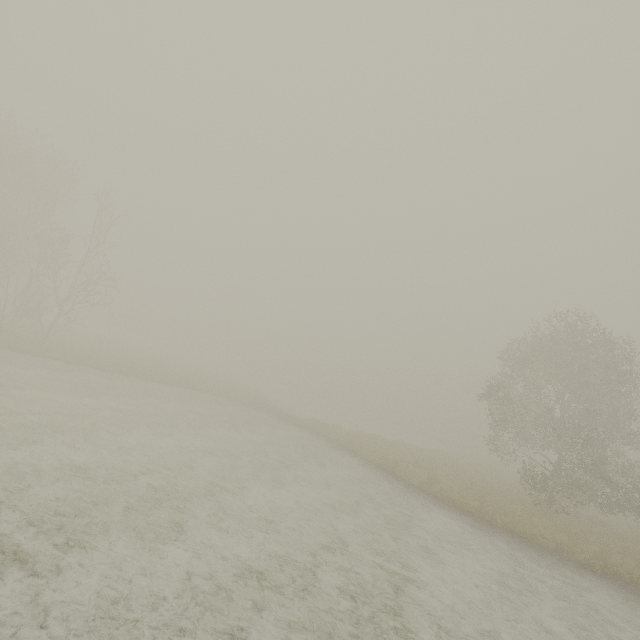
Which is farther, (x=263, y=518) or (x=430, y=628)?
(x=263, y=518)
